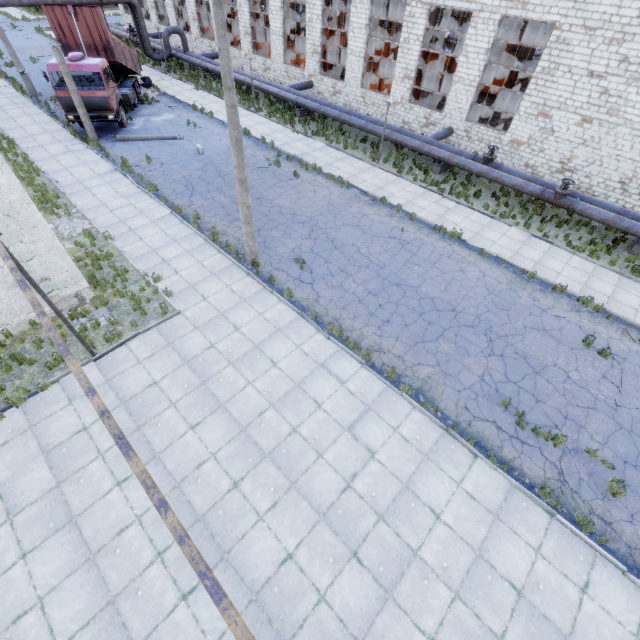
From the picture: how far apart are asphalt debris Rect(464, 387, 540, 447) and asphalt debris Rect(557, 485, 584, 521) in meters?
0.5 m

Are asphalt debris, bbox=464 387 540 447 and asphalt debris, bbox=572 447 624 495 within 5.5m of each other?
yes

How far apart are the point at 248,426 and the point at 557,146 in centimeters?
2258cm

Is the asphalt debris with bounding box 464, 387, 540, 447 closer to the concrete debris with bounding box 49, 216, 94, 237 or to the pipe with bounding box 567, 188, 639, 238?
the pipe with bounding box 567, 188, 639, 238

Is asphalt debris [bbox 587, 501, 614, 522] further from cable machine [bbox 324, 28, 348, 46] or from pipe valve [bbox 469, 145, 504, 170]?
cable machine [bbox 324, 28, 348, 46]

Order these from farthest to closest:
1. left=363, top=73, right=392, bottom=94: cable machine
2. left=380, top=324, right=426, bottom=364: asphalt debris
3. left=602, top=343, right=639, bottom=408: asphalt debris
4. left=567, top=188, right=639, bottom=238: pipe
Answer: left=363, top=73, right=392, bottom=94: cable machine < left=567, top=188, right=639, bottom=238: pipe < left=380, top=324, right=426, bottom=364: asphalt debris < left=602, top=343, right=639, bottom=408: asphalt debris

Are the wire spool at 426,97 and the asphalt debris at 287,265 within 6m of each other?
no

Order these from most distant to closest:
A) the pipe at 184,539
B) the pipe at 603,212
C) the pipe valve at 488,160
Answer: the pipe valve at 488,160 → the pipe at 603,212 → the pipe at 184,539
